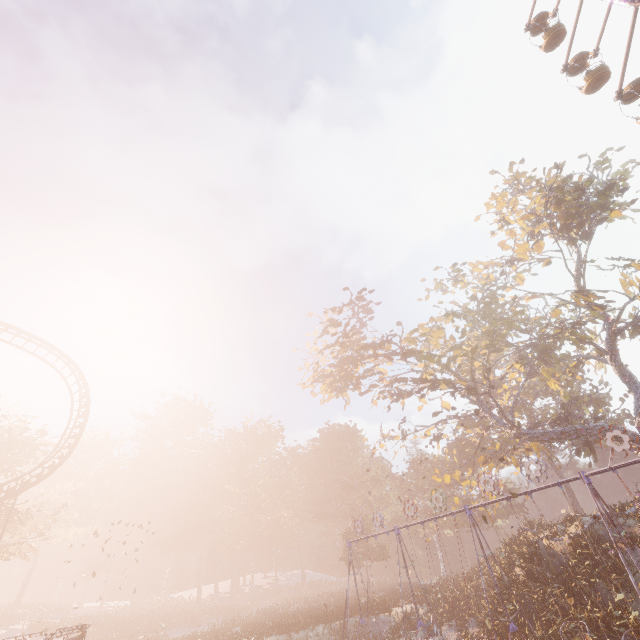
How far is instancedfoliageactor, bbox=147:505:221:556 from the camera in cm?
5681

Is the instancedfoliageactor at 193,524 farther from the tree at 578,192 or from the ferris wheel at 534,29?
the ferris wheel at 534,29

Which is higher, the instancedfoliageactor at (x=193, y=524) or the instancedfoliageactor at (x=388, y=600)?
the instancedfoliageactor at (x=193, y=524)

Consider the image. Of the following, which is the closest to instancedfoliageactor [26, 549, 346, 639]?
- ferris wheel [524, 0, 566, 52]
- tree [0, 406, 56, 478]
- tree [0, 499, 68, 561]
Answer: tree [0, 499, 68, 561]

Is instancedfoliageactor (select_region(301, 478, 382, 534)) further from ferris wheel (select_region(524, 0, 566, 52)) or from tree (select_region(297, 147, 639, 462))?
ferris wheel (select_region(524, 0, 566, 52))

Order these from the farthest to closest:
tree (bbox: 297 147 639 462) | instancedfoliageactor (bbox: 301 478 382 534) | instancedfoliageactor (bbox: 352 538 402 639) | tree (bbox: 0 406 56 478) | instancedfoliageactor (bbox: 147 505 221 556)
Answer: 1. instancedfoliageactor (bbox: 147 505 221 556)
2. instancedfoliageactor (bbox: 301 478 382 534)
3. tree (bbox: 0 406 56 478)
4. instancedfoliageactor (bbox: 352 538 402 639)
5. tree (bbox: 297 147 639 462)

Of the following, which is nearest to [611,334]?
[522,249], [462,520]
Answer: [522,249]

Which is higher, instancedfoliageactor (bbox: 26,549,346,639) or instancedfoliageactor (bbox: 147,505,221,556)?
instancedfoliageactor (bbox: 147,505,221,556)
